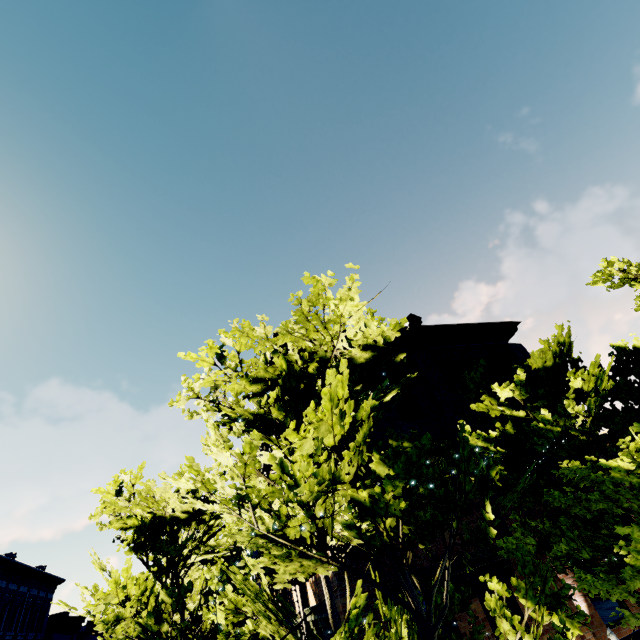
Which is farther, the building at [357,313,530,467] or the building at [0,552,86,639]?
the building at [0,552,86,639]

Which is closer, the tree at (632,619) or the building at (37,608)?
the tree at (632,619)

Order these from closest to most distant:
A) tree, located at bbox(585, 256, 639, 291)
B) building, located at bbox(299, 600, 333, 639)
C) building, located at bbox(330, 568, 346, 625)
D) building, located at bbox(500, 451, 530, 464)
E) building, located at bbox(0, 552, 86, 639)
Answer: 1. building, located at bbox(330, 568, 346, 625)
2. building, located at bbox(299, 600, 333, 639)
3. building, located at bbox(500, 451, 530, 464)
4. tree, located at bbox(585, 256, 639, 291)
5. building, located at bbox(0, 552, 86, 639)

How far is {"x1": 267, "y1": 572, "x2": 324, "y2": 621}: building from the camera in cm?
930

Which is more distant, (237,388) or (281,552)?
(237,388)

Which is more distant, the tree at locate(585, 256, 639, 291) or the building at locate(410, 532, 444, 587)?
the tree at locate(585, 256, 639, 291)

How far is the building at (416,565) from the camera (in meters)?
7.80
